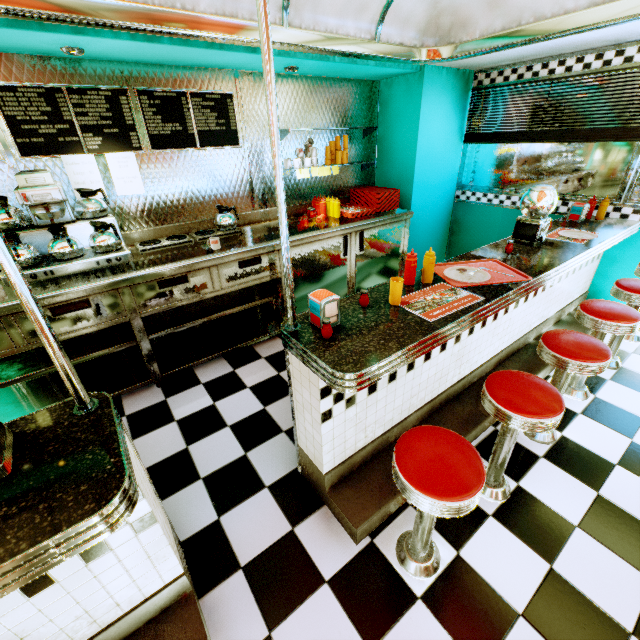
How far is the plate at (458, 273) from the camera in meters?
2.1

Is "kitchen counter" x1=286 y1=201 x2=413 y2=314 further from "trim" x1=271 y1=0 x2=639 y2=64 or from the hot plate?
"trim" x1=271 y1=0 x2=639 y2=64

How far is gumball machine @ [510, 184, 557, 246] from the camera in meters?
2.6 m

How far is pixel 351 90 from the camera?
4.0 meters

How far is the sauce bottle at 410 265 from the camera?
2.0m

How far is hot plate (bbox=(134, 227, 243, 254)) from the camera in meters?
3.0

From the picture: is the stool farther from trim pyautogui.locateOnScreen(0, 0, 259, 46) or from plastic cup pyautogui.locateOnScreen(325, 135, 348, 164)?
plastic cup pyautogui.locateOnScreen(325, 135, 348, 164)

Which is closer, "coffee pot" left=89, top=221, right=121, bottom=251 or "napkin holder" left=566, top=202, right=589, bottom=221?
"coffee pot" left=89, top=221, right=121, bottom=251
